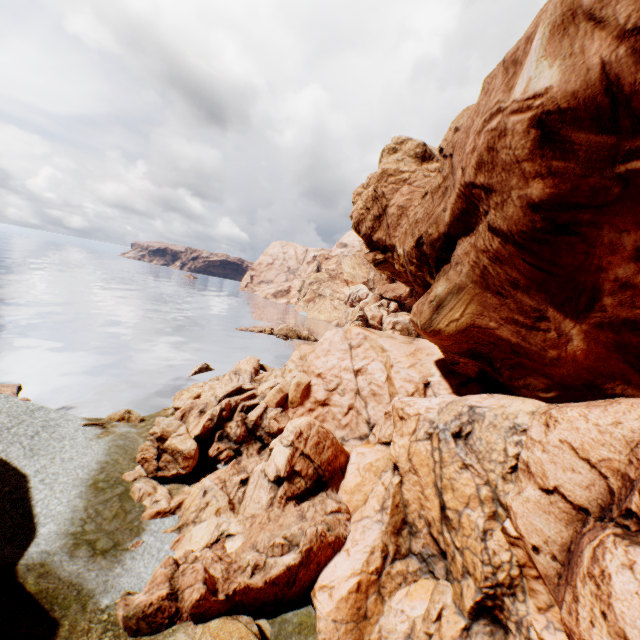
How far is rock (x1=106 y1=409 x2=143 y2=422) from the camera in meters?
24.5

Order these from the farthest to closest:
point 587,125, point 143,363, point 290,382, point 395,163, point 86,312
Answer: point 86,312
point 395,163
point 143,363
point 290,382
point 587,125

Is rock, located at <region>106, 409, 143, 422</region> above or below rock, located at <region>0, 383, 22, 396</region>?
above

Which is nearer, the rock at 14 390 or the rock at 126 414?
the rock at 126 414

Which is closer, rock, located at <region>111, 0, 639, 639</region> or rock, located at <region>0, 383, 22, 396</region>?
rock, located at <region>111, 0, 639, 639</region>

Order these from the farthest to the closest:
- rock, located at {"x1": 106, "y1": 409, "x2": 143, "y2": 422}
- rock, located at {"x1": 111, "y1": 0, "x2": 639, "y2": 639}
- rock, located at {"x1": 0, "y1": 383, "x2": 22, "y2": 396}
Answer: rock, located at {"x1": 0, "y1": 383, "x2": 22, "y2": 396} < rock, located at {"x1": 106, "y1": 409, "x2": 143, "y2": 422} < rock, located at {"x1": 111, "y1": 0, "x2": 639, "y2": 639}

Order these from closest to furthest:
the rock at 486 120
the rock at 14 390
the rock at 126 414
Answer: the rock at 486 120
the rock at 126 414
the rock at 14 390
